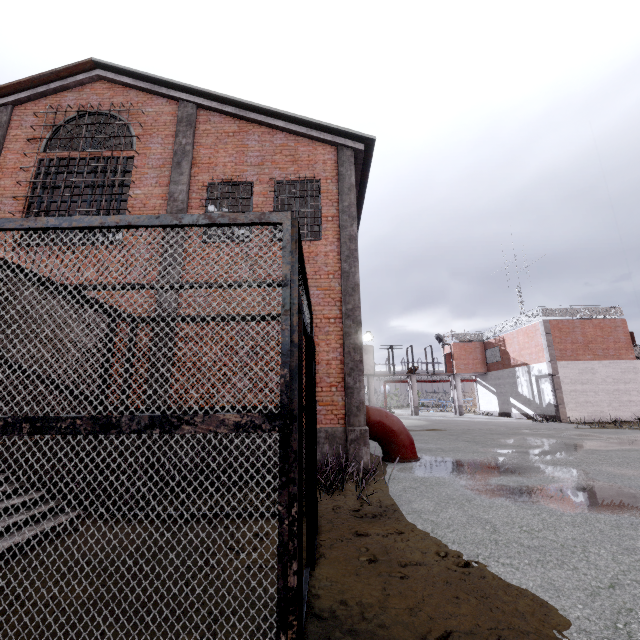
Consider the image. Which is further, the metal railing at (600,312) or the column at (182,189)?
the metal railing at (600,312)

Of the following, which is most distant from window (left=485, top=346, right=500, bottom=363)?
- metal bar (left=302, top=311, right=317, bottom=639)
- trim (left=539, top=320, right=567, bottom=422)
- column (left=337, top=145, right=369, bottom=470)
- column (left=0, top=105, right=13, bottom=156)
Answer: column (left=0, top=105, right=13, bottom=156)

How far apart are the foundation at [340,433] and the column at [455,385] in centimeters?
2785cm

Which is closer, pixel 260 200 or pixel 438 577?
pixel 438 577

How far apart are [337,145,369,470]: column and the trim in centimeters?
2067cm

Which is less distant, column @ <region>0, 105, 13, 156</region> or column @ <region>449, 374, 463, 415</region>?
column @ <region>0, 105, 13, 156</region>

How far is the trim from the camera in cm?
2189

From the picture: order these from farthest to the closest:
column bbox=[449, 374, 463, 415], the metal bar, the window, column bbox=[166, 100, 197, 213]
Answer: column bbox=[449, 374, 463, 415] < the window < column bbox=[166, 100, 197, 213] < the metal bar
